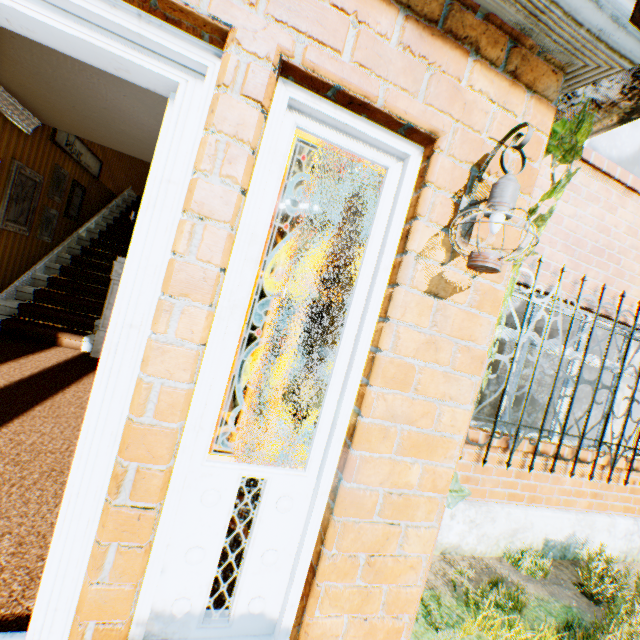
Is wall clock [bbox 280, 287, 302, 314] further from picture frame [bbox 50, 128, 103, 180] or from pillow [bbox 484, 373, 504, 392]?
pillow [bbox 484, 373, 504, 392]

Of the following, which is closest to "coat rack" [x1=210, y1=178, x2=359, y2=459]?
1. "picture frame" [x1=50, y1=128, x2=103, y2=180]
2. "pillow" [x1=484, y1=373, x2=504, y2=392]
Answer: "picture frame" [x1=50, y1=128, x2=103, y2=180]

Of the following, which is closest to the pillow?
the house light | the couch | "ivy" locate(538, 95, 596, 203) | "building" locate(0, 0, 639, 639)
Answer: the couch

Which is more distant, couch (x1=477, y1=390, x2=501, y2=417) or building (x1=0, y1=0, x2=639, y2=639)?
couch (x1=477, y1=390, x2=501, y2=417)

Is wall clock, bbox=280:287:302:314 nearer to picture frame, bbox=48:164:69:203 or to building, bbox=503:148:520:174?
building, bbox=503:148:520:174

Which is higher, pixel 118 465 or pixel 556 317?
pixel 556 317

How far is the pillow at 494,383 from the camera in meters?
9.6 m

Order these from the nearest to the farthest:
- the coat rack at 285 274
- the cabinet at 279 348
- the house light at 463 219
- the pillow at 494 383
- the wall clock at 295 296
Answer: the house light at 463 219
the coat rack at 285 274
the cabinet at 279 348
the wall clock at 295 296
the pillow at 494 383
